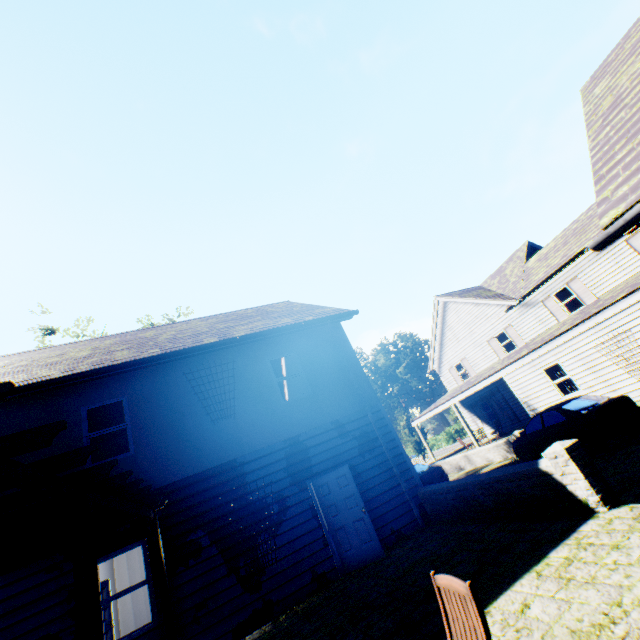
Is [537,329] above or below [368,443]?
above

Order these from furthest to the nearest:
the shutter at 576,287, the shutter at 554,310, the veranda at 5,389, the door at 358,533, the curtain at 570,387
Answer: the shutter at 554,310, the shutter at 576,287, the curtain at 570,387, the door at 358,533, the veranda at 5,389

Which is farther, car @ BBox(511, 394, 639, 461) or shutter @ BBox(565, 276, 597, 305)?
shutter @ BBox(565, 276, 597, 305)

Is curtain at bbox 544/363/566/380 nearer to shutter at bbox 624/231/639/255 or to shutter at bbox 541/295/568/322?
shutter at bbox 541/295/568/322

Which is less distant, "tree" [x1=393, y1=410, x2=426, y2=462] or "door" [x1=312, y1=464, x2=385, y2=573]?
"door" [x1=312, y1=464, x2=385, y2=573]

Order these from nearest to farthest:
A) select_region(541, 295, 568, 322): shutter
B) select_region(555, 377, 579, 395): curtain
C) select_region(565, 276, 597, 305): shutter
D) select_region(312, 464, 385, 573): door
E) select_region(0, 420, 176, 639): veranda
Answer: select_region(0, 420, 176, 639): veranda
select_region(312, 464, 385, 573): door
select_region(555, 377, 579, 395): curtain
select_region(565, 276, 597, 305): shutter
select_region(541, 295, 568, 322): shutter

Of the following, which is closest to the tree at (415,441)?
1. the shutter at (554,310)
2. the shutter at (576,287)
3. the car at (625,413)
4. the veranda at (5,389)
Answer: the car at (625,413)

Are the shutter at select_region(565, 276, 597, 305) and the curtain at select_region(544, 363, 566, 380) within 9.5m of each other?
yes
